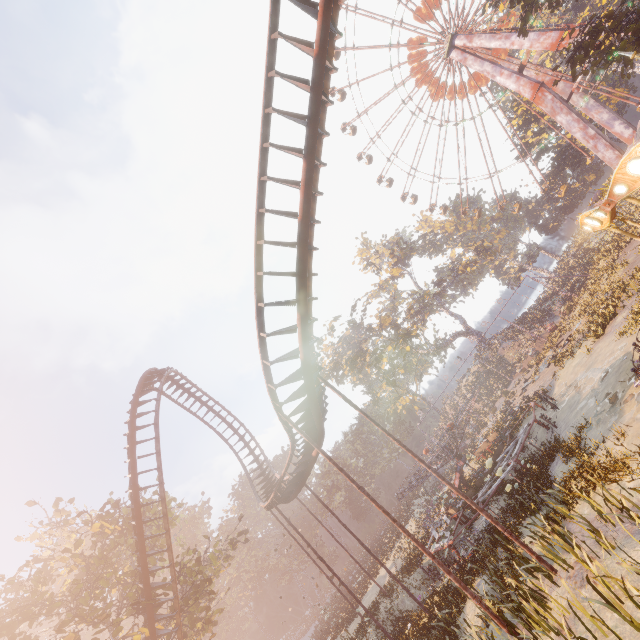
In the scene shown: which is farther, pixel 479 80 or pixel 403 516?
pixel 403 516

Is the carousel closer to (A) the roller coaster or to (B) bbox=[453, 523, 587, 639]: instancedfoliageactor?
(B) bbox=[453, 523, 587, 639]: instancedfoliageactor

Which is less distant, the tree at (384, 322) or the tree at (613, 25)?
the tree at (613, 25)

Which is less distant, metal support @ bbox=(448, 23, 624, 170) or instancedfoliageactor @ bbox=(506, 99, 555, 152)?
metal support @ bbox=(448, 23, 624, 170)

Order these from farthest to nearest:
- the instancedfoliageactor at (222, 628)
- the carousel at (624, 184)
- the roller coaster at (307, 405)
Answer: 1. the instancedfoliageactor at (222, 628)
2. the roller coaster at (307, 405)
3. the carousel at (624, 184)

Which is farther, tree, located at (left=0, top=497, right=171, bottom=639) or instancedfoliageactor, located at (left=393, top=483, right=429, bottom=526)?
instancedfoliageactor, located at (left=393, top=483, right=429, bottom=526)

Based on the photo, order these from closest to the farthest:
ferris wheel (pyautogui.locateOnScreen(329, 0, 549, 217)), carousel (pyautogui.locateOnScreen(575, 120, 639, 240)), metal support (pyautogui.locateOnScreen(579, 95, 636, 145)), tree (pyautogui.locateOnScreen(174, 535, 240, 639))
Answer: carousel (pyautogui.locateOnScreen(575, 120, 639, 240)) < tree (pyautogui.locateOnScreen(174, 535, 240, 639)) < metal support (pyautogui.locateOnScreen(579, 95, 636, 145)) < ferris wheel (pyautogui.locateOnScreen(329, 0, 549, 217))

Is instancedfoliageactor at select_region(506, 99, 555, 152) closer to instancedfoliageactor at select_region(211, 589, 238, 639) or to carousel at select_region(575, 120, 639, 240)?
carousel at select_region(575, 120, 639, 240)
